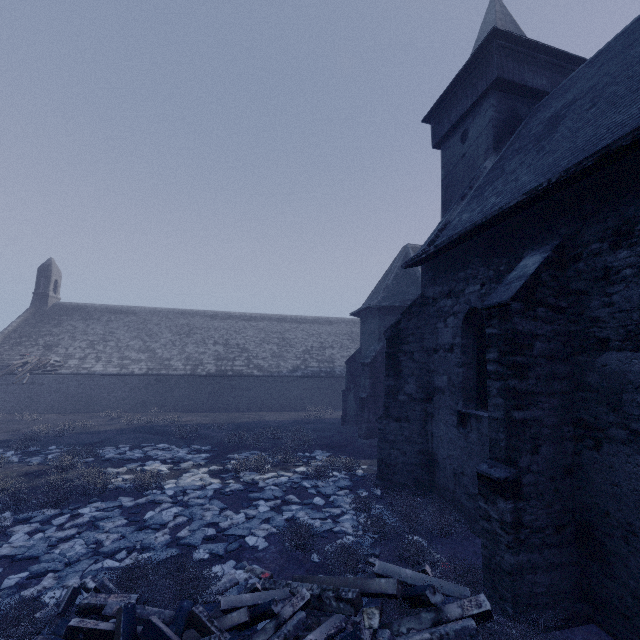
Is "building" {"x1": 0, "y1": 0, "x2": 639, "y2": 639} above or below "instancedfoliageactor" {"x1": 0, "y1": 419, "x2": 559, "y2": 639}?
above

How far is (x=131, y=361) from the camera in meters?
25.6

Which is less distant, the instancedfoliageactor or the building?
the instancedfoliageactor

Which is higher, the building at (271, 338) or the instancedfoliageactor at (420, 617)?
the building at (271, 338)

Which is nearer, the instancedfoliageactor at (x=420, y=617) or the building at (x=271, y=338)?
the instancedfoliageactor at (x=420, y=617)
